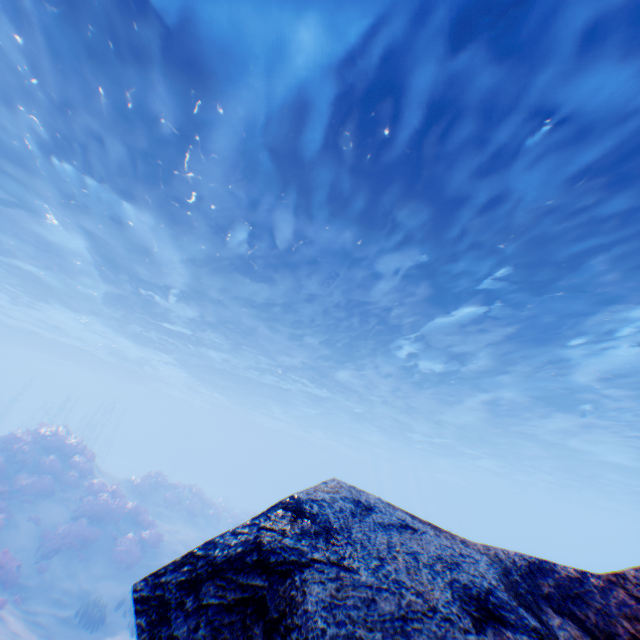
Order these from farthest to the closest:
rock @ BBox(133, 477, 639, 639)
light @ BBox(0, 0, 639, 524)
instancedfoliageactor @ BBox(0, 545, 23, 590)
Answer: instancedfoliageactor @ BBox(0, 545, 23, 590) → light @ BBox(0, 0, 639, 524) → rock @ BBox(133, 477, 639, 639)

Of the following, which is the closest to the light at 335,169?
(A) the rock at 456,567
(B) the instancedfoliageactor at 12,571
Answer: (A) the rock at 456,567

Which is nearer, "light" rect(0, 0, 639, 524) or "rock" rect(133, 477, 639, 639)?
"rock" rect(133, 477, 639, 639)

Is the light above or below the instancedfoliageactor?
above

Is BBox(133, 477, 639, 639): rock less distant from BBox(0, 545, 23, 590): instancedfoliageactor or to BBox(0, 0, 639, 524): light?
BBox(0, 0, 639, 524): light

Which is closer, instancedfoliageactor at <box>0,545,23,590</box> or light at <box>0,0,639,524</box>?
light at <box>0,0,639,524</box>

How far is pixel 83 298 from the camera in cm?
2292
